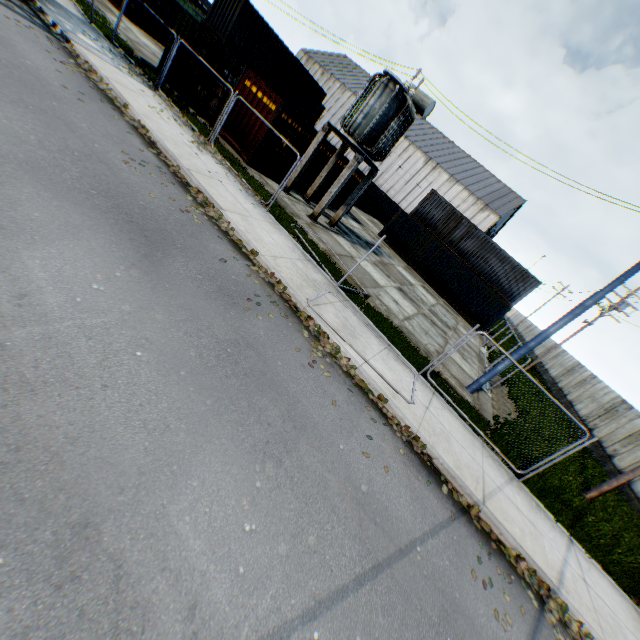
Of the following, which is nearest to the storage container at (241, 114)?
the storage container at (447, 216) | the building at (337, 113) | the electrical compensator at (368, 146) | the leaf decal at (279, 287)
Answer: the electrical compensator at (368, 146)

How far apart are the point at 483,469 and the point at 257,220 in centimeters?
928cm

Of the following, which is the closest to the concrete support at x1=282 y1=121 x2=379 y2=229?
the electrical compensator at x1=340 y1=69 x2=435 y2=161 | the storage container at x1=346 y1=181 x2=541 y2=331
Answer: the electrical compensator at x1=340 y1=69 x2=435 y2=161

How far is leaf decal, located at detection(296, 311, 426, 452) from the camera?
6.9m

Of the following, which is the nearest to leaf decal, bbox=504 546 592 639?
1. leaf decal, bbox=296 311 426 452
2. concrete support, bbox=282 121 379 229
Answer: leaf decal, bbox=296 311 426 452

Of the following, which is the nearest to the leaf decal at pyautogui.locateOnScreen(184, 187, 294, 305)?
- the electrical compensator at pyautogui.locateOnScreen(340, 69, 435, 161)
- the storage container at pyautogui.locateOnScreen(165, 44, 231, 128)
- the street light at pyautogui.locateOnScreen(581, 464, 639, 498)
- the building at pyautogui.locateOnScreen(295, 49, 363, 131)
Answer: the storage container at pyautogui.locateOnScreen(165, 44, 231, 128)

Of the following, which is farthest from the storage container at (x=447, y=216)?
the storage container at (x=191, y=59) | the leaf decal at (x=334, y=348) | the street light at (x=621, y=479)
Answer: the leaf decal at (x=334, y=348)

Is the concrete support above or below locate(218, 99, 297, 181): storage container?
above
